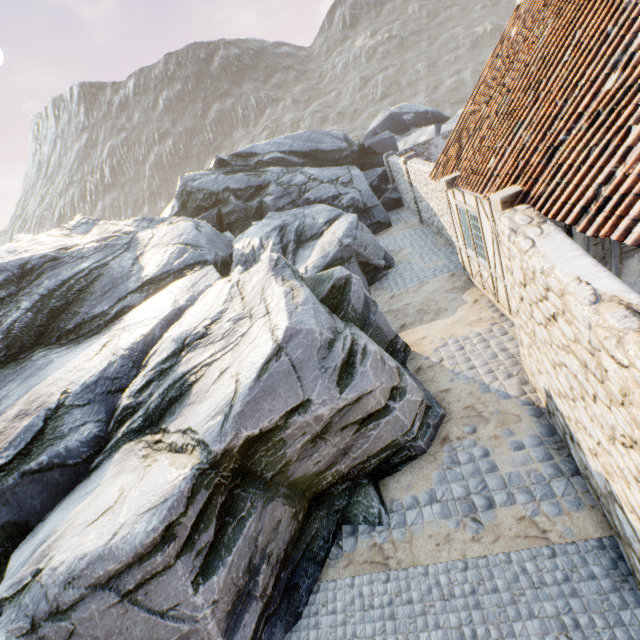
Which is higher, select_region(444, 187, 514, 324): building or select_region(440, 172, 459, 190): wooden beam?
select_region(440, 172, 459, 190): wooden beam

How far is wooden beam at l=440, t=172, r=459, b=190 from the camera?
7.6m

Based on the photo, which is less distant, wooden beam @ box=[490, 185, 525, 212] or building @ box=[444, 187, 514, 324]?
wooden beam @ box=[490, 185, 525, 212]

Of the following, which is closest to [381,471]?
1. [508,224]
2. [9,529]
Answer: [508,224]

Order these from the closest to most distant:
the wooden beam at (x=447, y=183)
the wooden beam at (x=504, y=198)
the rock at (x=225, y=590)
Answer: the rock at (x=225, y=590) < the wooden beam at (x=504, y=198) < the wooden beam at (x=447, y=183)

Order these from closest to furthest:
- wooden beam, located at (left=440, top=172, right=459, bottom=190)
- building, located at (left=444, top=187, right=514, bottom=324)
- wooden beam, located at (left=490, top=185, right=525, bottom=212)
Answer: wooden beam, located at (left=490, top=185, right=525, bottom=212), building, located at (left=444, top=187, right=514, bottom=324), wooden beam, located at (left=440, top=172, right=459, bottom=190)

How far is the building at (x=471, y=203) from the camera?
6.60m

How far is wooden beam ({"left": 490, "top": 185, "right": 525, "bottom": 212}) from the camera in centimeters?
501cm
